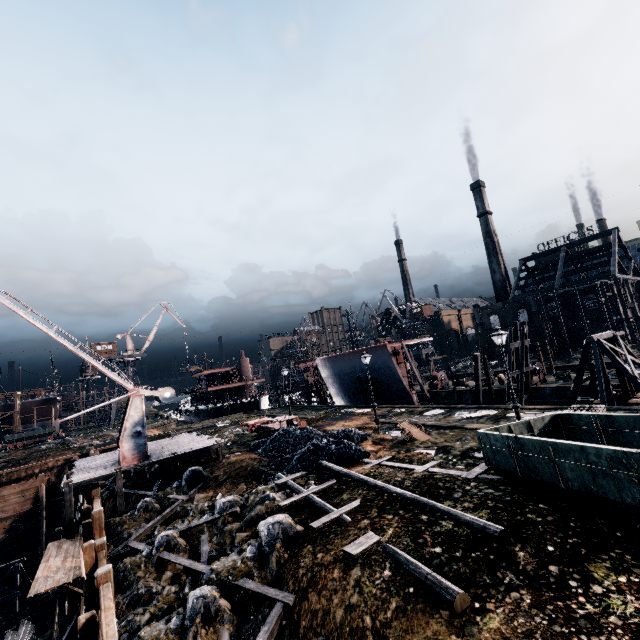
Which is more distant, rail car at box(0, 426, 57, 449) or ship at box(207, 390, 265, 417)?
ship at box(207, 390, 265, 417)

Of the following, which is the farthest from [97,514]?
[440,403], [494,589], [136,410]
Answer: [440,403]

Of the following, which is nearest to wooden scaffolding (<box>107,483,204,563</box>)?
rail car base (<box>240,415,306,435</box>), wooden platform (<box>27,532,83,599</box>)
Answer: wooden platform (<box>27,532,83,599</box>)

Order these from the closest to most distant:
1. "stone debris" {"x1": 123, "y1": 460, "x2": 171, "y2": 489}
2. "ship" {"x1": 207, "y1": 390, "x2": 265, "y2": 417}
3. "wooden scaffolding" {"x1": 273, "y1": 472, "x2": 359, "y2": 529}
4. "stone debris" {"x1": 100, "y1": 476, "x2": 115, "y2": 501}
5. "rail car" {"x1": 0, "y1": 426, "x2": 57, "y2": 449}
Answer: "wooden scaffolding" {"x1": 273, "y1": 472, "x2": 359, "y2": 529}, "stone debris" {"x1": 100, "y1": 476, "x2": 115, "y2": 501}, "stone debris" {"x1": 123, "y1": 460, "x2": 171, "y2": 489}, "rail car" {"x1": 0, "y1": 426, "x2": 57, "y2": 449}, "ship" {"x1": 207, "y1": 390, "x2": 265, "y2": 417}

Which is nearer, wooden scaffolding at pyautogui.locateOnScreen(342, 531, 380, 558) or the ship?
wooden scaffolding at pyautogui.locateOnScreen(342, 531, 380, 558)

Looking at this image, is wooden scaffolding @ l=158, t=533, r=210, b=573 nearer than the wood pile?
Yes

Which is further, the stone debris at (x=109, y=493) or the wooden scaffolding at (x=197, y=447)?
the stone debris at (x=109, y=493)

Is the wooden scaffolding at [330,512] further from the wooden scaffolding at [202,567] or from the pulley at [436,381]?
the pulley at [436,381]
